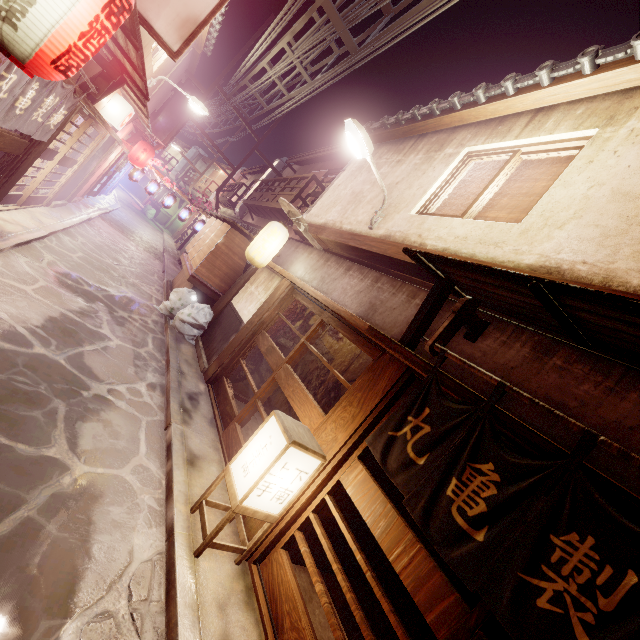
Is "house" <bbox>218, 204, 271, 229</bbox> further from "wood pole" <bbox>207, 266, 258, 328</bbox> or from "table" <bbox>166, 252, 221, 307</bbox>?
"wood pole" <bbox>207, 266, 258, 328</bbox>

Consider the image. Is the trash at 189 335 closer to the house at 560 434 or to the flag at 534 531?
the house at 560 434

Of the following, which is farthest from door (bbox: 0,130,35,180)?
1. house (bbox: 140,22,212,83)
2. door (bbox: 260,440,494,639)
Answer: door (bbox: 260,440,494,639)

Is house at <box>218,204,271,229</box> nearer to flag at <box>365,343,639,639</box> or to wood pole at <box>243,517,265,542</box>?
wood pole at <box>243,517,265,542</box>

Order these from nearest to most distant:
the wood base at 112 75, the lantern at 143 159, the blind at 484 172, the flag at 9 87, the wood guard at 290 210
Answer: the flag at 9 87, the blind at 484 172, the wood base at 112 75, the wood guard at 290 210, the lantern at 143 159

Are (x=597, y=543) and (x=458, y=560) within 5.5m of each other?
yes

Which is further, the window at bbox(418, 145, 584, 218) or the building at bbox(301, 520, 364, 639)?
the window at bbox(418, 145, 584, 218)

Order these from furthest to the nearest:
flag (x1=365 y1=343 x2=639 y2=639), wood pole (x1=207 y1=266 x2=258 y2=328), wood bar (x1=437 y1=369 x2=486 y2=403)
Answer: wood pole (x1=207 y1=266 x2=258 y2=328), wood bar (x1=437 y1=369 x2=486 y2=403), flag (x1=365 y1=343 x2=639 y2=639)
